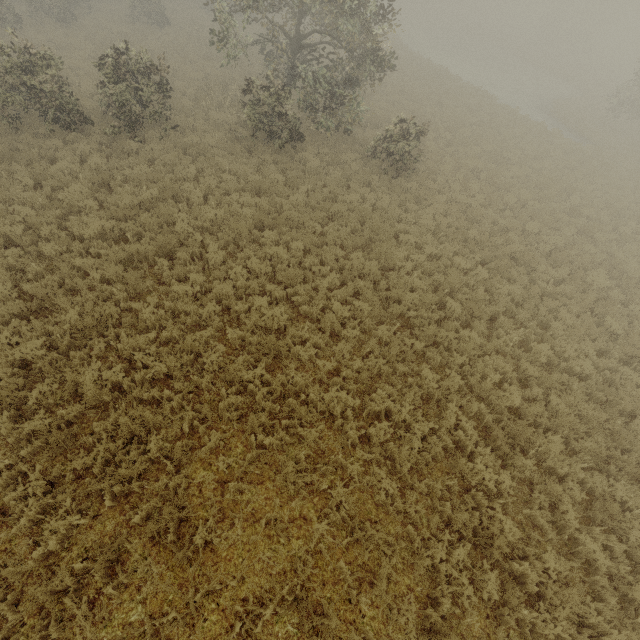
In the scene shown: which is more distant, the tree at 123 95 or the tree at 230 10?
the tree at 230 10

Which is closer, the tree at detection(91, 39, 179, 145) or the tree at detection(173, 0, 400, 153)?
the tree at detection(91, 39, 179, 145)

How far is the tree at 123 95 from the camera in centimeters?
1166cm

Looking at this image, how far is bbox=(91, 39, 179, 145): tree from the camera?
11.7 meters

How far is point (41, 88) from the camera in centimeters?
1184cm
